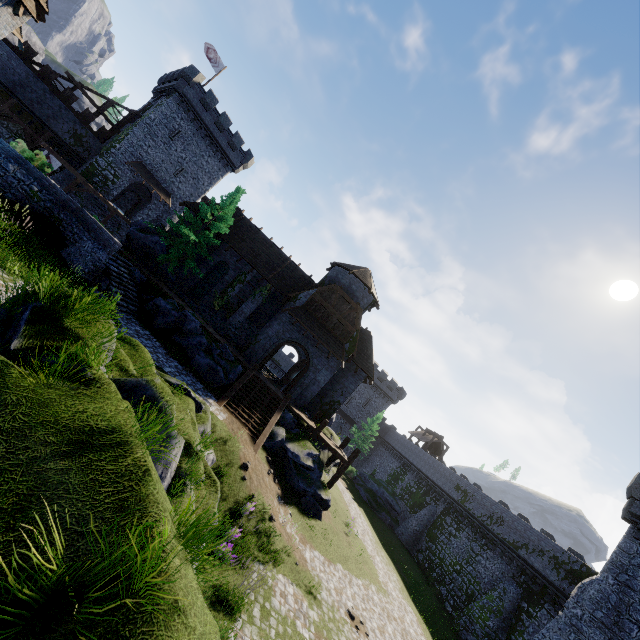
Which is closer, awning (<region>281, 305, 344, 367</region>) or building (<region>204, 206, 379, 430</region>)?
awning (<region>281, 305, 344, 367</region>)

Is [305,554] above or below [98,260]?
below

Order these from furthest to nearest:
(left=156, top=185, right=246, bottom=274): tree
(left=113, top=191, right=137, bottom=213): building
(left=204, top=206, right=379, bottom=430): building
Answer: (left=113, top=191, right=137, bottom=213): building, (left=204, top=206, right=379, bottom=430): building, (left=156, top=185, right=246, bottom=274): tree

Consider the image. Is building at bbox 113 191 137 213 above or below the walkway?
above

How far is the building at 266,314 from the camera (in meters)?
24.64

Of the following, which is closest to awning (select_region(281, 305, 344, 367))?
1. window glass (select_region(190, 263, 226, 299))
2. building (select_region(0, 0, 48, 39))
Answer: window glass (select_region(190, 263, 226, 299))

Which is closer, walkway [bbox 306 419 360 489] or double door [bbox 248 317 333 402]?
walkway [bbox 306 419 360 489]

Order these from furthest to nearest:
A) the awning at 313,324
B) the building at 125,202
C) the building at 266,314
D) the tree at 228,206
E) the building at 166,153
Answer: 1. the building at 125,202
2. the building at 166,153
3. the building at 266,314
4. the awning at 313,324
5. the tree at 228,206
